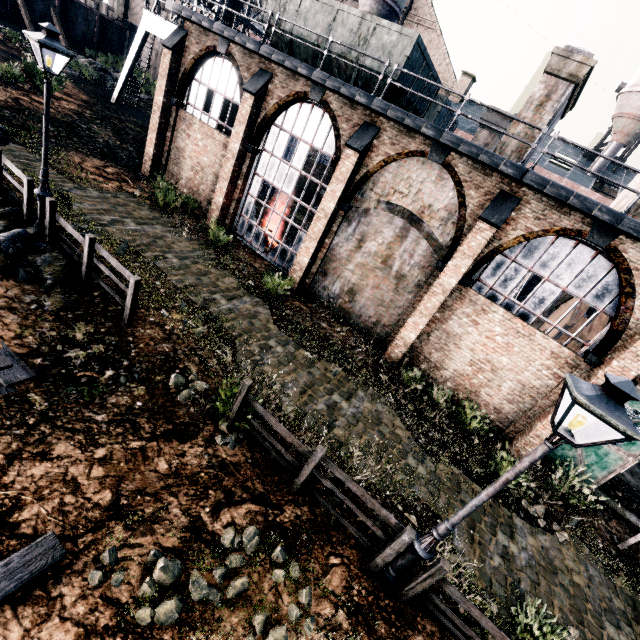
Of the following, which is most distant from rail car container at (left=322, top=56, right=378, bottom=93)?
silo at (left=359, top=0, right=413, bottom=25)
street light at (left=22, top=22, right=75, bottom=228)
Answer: silo at (left=359, top=0, right=413, bottom=25)

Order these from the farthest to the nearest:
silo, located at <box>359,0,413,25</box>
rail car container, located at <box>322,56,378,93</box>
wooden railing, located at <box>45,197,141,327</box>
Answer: silo, located at <box>359,0,413,25</box> → rail car container, located at <box>322,56,378,93</box> → wooden railing, located at <box>45,197,141,327</box>

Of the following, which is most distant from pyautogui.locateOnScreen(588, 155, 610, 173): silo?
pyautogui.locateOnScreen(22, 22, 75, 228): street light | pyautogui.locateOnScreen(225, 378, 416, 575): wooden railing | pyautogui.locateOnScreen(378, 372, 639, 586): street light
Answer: pyautogui.locateOnScreen(22, 22, 75, 228): street light

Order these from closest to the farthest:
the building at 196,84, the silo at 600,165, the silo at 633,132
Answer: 1. the building at 196,84
2. the silo at 633,132
3. the silo at 600,165

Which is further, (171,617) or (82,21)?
(82,21)

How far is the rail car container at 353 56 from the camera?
13.4 meters

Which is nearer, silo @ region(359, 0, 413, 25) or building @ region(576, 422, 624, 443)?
building @ region(576, 422, 624, 443)

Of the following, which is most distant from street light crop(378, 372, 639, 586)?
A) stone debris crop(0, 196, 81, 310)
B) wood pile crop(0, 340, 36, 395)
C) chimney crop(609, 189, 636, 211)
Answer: chimney crop(609, 189, 636, 211)
